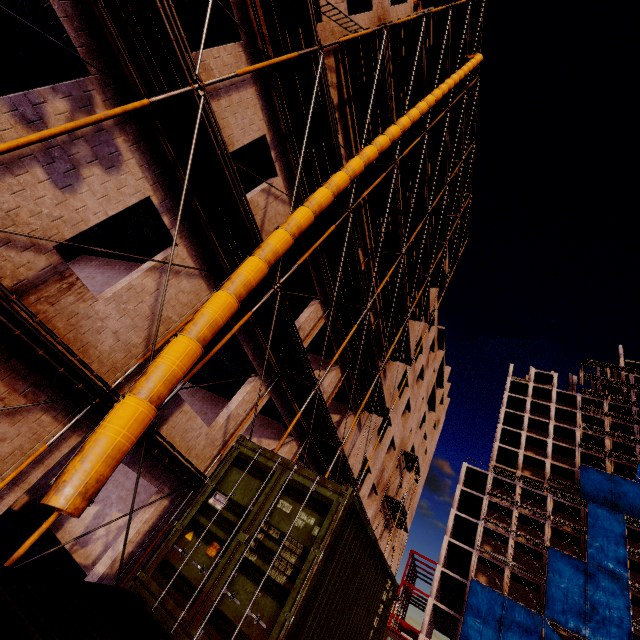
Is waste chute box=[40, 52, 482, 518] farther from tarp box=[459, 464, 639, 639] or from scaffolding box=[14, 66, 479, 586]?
tarp box=[459, 464, 639, 639]

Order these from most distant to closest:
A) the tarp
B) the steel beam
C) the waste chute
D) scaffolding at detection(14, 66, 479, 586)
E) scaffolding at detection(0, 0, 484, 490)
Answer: the steel beam, the tarp, scaffolding at detection(14, 66, 479, 586), scaffolding at detection(0, 0, 484, 490), the waste chute

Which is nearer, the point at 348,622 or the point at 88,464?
the point at 88,464

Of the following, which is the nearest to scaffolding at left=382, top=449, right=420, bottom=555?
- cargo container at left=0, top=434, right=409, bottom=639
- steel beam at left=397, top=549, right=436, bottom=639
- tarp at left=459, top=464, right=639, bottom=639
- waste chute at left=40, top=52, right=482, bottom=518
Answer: waste chute at left=40, top=52, right=482, bottom=518

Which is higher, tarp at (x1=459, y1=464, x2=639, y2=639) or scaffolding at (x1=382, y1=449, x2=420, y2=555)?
tarp at (x1=459, y1=464, x2=639, y2=639)

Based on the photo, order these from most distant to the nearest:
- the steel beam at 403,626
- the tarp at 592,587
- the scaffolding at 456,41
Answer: the steel beam at 403,626 → the tarp at 592,587 → the scaffolding at 456,41

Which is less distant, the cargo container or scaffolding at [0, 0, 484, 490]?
the cargo container

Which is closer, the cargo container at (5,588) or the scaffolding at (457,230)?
the cargo container at (5,588)
